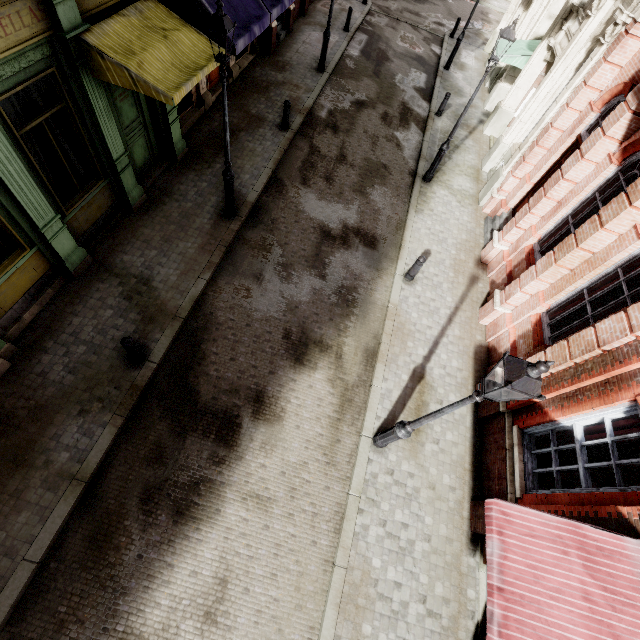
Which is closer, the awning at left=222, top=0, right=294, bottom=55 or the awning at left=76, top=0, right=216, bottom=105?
the awning at left=76, top=0, right=216, bottom=105

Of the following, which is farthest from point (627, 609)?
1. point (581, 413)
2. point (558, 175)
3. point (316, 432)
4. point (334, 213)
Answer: point (334, 213)

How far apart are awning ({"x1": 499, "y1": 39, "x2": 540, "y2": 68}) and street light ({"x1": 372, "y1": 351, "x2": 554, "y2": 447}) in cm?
1538

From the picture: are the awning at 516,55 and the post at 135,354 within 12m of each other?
no

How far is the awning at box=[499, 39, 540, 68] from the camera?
12.9m

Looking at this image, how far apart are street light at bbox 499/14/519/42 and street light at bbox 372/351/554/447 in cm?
957

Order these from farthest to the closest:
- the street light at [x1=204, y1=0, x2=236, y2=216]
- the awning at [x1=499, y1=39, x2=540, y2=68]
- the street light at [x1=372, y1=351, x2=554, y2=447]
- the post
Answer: the awning at [x1=499, y1=39, x2=540, y2=68], the post, the street light at [x1=204, y1=0, x2=236, y2=216], the street light at [x1=372, y1=351, x2=554, y2=447]

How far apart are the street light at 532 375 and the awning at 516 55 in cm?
1538
